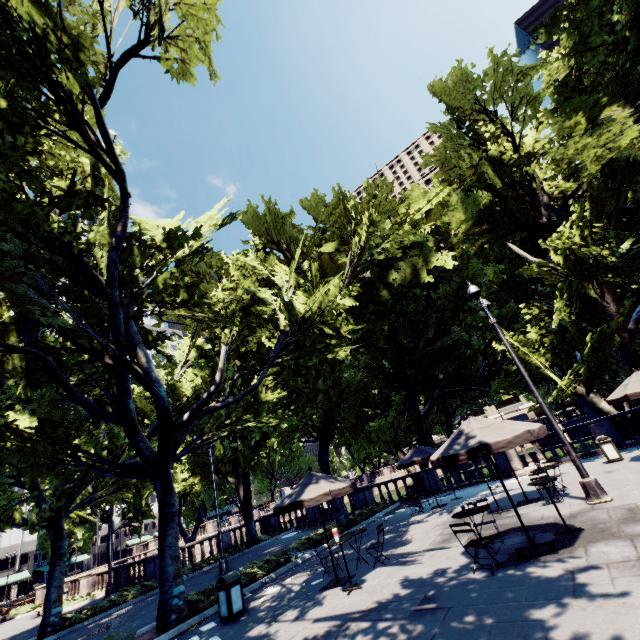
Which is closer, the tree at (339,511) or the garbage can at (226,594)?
the garbage can at (226,594)

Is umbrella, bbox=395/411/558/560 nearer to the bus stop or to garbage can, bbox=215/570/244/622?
garbage can, bbox=215/570/244/622

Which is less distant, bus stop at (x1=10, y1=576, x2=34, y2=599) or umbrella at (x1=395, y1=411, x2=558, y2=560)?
umbrella at (x1=395, y1=411, x2=558, y2=560)

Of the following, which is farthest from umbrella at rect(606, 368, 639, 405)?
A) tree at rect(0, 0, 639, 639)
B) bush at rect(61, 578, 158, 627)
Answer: bush at rect(61, 578, 158, 627)

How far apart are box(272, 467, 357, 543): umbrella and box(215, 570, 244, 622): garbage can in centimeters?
190cm

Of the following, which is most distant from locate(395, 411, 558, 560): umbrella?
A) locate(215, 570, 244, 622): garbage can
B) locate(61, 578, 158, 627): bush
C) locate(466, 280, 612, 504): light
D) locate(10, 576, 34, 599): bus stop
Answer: locate(10, 576, 34, 599): bus stop

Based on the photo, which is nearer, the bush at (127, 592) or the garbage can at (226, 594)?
the garbage can at (226, 594)

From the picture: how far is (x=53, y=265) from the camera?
9.59m
